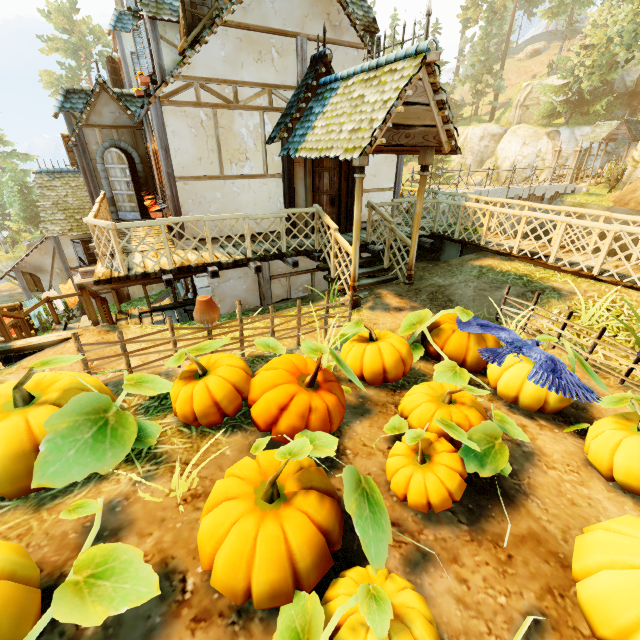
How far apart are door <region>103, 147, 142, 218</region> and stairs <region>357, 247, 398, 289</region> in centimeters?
743cm

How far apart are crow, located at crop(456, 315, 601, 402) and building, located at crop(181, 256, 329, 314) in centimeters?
622cm

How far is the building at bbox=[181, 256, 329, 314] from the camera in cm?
944

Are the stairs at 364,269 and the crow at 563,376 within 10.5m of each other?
yes

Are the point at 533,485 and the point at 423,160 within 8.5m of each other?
yes

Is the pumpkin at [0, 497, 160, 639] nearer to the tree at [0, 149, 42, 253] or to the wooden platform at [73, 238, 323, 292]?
the wooden platform at [73, 238, 323, 292]

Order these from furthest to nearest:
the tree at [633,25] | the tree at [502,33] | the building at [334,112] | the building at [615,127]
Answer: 1. the tree at [502,33]
2. the building at [615,127]
3. the tree at [633,25]
4. the building at [334,112]

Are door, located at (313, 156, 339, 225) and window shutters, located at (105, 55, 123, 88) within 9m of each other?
no
